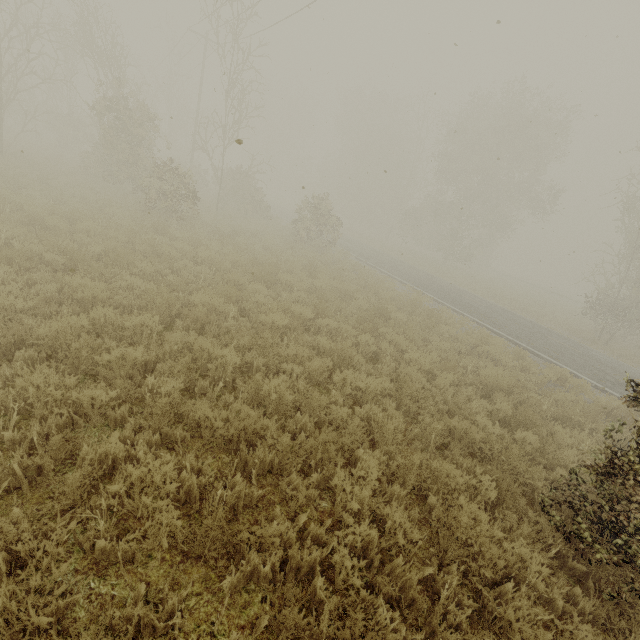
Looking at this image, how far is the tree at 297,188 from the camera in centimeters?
2605cm

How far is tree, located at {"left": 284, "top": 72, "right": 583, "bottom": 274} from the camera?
26.05m

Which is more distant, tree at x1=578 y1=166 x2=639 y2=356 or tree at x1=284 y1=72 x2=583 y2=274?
tree at x1=284 y1=72 x2=583 y2=274

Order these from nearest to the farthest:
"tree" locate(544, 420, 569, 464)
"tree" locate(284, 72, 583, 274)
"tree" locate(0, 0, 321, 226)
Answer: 1. "tree" locate(544, 420, 569, 464)
2. "tree" locate(0, 0, 321, 226)
3. "tree" locate(284, 72, 583, 274)

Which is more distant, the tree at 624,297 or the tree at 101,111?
the tree at 624,297

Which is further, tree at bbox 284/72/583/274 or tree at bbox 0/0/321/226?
tree at bbox 284/72/583/274

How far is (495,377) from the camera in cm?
803
